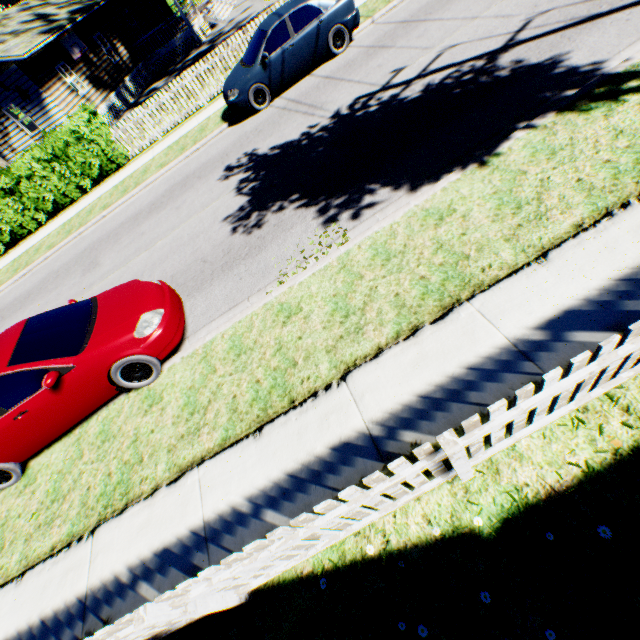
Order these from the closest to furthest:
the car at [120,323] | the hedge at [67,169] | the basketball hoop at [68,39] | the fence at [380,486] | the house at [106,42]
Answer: the fence at [380,486] < the car at [120,323] < the hedge at [67,169] < the house at [106,42] < the basketball hoop at [68,39]

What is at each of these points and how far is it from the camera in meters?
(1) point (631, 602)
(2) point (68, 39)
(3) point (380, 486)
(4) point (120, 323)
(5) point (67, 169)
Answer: (1) plant, 2.2 m
(2) basketball hoop, 18.6 m
(3) fence, 2.3 m
(4) car, 5.0 m
(5) hedge, 13.4 m

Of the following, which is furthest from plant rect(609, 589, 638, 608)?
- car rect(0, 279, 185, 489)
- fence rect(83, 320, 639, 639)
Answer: car rect(0, 279, 185, 489)

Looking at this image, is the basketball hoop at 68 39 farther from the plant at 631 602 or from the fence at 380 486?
the fence at 380 486

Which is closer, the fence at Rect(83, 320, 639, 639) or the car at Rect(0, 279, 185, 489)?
the fence at Rect(83, 320, 639, 639)

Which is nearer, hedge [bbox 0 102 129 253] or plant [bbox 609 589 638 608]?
plant [bbox 609 589 638 608]

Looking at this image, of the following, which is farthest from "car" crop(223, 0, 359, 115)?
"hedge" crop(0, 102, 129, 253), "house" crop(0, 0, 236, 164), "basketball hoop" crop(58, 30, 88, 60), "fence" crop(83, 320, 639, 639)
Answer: "basketball hoop" crop(58, 30, 88, 60)

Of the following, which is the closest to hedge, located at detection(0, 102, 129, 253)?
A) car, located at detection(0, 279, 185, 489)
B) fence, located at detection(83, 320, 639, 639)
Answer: car, located at detection(0, 279, 185, 489)
